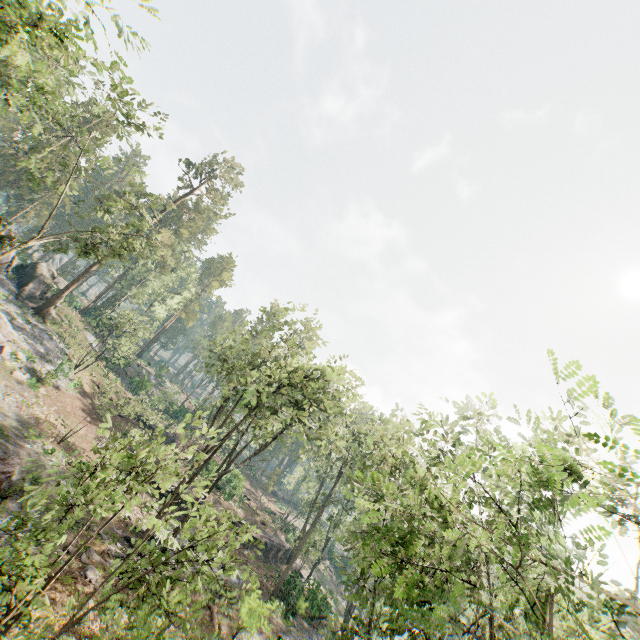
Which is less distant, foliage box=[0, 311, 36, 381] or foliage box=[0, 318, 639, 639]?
foliage box=[0, 318, 639, 639]

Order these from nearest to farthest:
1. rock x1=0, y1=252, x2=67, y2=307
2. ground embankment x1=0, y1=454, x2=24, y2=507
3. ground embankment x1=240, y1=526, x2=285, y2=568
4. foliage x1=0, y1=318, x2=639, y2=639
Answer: foliage x1=0, y1=318, x2=639, y2=639
ground embankment x1=0, y1=454, x2=24, y2=507
ground embankment x1=240, y1=526, x2=285, y2=568
rock x1=0, y1=252, x2=67, y2=307

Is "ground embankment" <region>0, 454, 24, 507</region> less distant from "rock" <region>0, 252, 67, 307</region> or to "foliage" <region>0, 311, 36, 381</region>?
"foliage" <region>0, 311, 36, 381</region>

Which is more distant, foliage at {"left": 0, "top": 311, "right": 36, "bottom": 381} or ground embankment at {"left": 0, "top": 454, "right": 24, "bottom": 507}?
foliage at {"left": 0, "top": 311, "right": 36, "bottom": 381}

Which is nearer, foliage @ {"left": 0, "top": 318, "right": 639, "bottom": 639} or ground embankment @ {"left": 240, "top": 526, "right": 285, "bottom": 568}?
foliage @ {"left": 0, "top": 318, "right": 639, "bottom": 639}

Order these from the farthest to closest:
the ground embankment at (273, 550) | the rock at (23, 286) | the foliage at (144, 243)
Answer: the rock at (23, 286), the ground embankment at (273, 550), the foliage at (144, 243)

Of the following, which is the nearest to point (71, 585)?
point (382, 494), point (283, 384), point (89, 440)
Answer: point (283, 384)

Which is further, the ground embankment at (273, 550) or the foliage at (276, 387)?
the ground embankment at (273, 550)
